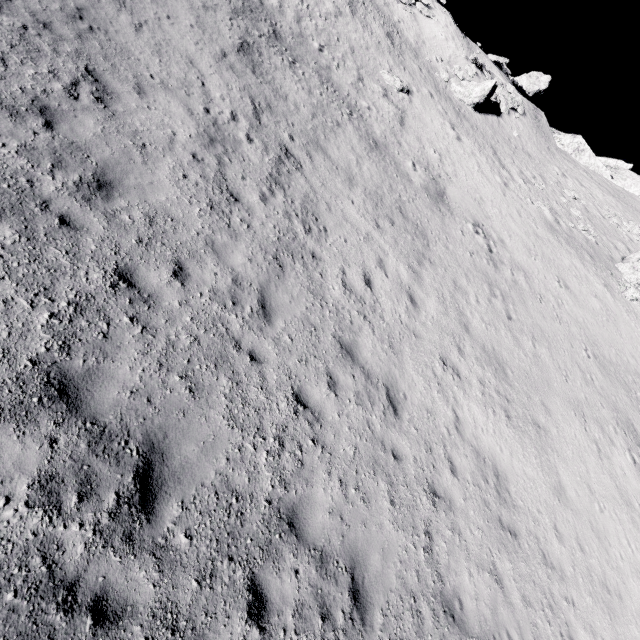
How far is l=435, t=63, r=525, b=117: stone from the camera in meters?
26.3 m

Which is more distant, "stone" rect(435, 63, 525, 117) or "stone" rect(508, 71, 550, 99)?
"stone" rect(508, 71, 550, 99)

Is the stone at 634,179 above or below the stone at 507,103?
above

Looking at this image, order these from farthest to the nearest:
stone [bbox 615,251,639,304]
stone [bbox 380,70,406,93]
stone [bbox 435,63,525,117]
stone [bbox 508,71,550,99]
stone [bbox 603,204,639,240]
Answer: stone [bbox 508,71,550,99] < stone [bbox 603,204,639,240] < stone [bbox 435,63,525,117] < stone [bbox 380,70,406,93] < stone [bbox 615,251,639,304]

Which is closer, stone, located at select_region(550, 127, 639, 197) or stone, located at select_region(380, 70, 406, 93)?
stone, located at select_region(380, 70, 406, 93)

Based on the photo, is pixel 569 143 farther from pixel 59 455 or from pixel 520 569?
pixel 59 455

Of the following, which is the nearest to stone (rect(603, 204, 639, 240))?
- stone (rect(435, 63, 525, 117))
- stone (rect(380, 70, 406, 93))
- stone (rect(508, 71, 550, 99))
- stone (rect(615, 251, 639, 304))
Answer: stone (rect(615, 251, 639, 304))

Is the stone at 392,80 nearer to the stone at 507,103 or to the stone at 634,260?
the stone at 507,103
